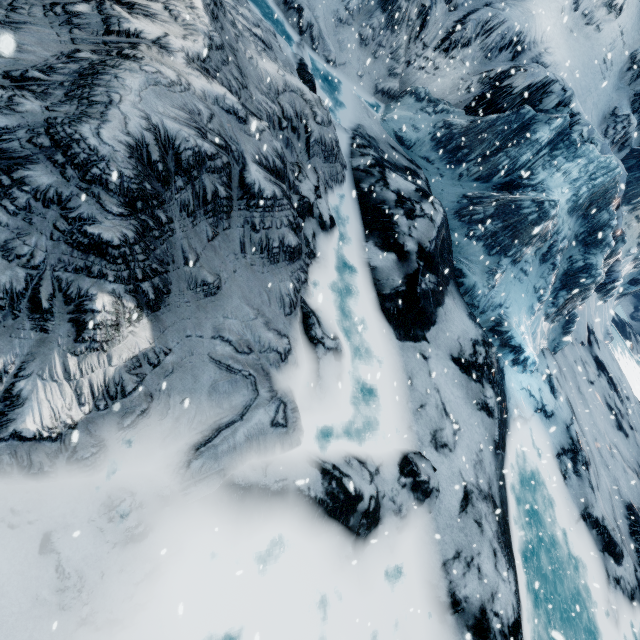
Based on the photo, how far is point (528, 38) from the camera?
14.72m
